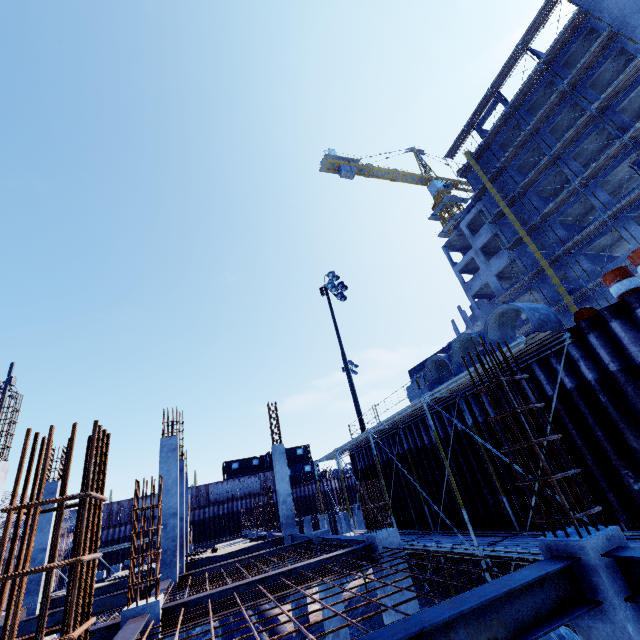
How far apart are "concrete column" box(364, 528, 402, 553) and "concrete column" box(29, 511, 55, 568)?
13.26m

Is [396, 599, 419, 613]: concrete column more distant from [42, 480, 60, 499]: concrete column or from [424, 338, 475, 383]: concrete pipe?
[42, 480, 60, 499]: concrete column

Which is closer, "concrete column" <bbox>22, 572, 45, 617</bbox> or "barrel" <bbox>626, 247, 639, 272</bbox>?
"barrel" <bbox>626, 247, 639, 272</bbox>

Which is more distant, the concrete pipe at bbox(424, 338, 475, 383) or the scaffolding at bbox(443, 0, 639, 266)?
the scaffolding at bbox(443, 0, 639, 266)

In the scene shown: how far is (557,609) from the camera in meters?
3.1

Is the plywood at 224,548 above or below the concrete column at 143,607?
above

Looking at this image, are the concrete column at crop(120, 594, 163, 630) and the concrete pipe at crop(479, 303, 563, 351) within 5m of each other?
no

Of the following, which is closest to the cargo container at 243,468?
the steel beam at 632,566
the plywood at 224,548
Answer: the plywood at 224,548
